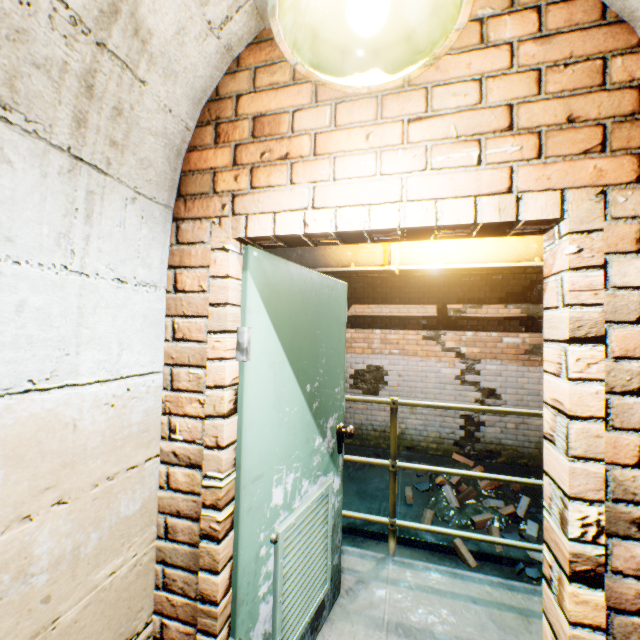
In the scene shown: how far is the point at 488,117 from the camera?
1.0m

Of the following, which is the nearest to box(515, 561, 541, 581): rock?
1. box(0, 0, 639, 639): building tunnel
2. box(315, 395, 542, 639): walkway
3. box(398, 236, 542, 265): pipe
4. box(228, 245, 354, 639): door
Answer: box(0, 0, 639, 639): building tunnel

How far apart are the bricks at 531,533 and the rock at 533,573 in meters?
0.2

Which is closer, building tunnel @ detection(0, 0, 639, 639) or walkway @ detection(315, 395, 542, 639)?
building tunnel @ detection(0, 0, 639, 639)

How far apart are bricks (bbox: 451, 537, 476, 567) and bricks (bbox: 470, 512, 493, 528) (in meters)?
0.33

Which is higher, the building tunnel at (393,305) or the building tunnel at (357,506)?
the building tunnel at (393,305)

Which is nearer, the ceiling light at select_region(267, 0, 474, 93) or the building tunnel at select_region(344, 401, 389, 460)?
the ceiling light at select_region(267, 0, 474, 93)

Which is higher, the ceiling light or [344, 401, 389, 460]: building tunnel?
the ceiling light
